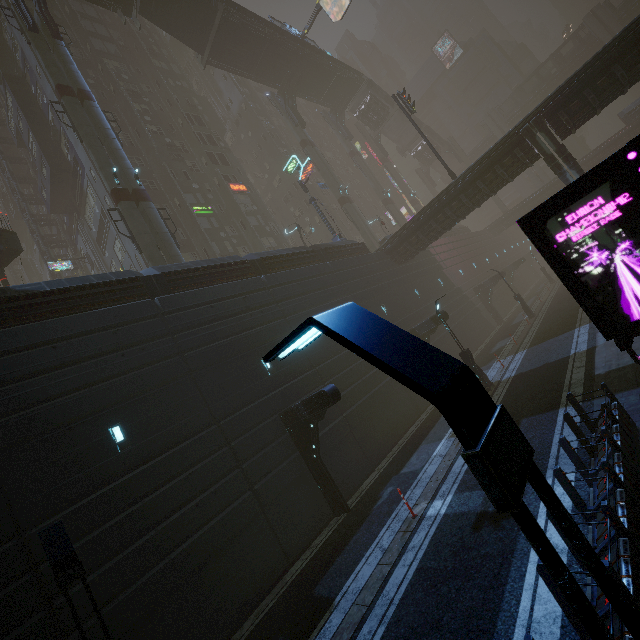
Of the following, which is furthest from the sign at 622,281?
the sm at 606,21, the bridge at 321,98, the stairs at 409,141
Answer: the sm at 606,21

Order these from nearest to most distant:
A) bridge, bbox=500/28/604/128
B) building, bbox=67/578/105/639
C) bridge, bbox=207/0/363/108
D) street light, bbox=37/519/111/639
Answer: street light, bbox=37/519/111/639
building, bbox=67/578/105/639
bridge, bbox=207/0/363/108
bridge, bbox=500/28/604/128

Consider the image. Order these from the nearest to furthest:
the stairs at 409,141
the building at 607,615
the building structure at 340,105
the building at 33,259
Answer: the building at 607,615
the building at 33,259
the building structure at 340,105
the stairs at 409,141

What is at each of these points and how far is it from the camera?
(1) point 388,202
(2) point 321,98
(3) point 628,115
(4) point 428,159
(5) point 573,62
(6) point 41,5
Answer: (1) sm, 45.7m
(2) bridge, 44.8m
(3) building, 39.9m
(4) bridge, 58.9m
(5) bridge, 51.0m
(6) building structure, 23.5m

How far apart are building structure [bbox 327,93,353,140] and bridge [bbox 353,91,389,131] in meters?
3.6 m

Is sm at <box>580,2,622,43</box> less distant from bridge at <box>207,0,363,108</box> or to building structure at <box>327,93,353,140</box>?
bridge at <box>207,0,363,108</box>

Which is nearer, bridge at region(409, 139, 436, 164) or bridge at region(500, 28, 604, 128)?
bridge at region(500, 28, 604, 128)

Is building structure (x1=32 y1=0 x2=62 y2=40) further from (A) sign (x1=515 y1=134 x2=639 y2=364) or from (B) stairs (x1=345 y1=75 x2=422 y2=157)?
(B) stairs (x1=345 y1=75 x2=422 y2=157)
